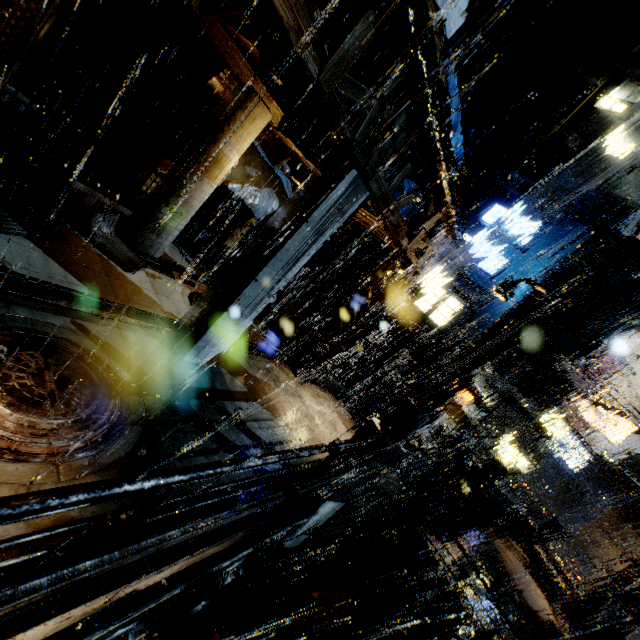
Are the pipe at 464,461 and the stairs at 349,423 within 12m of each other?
yes

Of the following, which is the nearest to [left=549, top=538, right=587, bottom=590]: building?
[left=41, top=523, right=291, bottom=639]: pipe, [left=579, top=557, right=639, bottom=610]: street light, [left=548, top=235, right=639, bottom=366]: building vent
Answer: [left=548, top=235, right=639, bottom=366]: building vent

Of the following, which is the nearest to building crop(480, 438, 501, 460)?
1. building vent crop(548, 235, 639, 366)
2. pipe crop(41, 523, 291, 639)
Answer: building vent crop(548, 235, 639, 366)

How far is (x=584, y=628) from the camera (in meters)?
15.06

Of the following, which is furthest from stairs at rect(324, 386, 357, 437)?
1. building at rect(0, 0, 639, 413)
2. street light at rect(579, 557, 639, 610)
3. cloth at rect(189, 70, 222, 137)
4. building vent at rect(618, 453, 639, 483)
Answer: building vent at rect(618, 453, 639, 483)

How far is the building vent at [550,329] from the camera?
18.48m

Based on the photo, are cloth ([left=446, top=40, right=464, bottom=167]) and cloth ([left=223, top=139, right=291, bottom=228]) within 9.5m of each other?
yes

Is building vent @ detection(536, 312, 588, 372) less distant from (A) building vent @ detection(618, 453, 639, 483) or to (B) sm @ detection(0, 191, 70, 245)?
(B) sm @ detection(0, 191, 70, 245)
